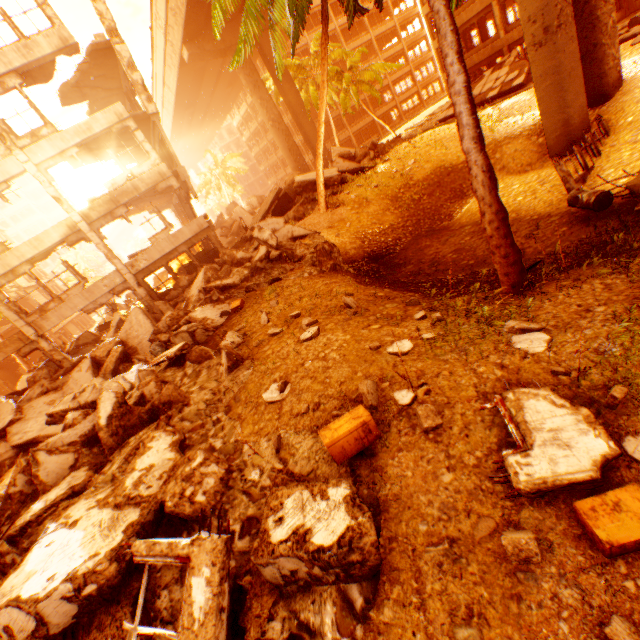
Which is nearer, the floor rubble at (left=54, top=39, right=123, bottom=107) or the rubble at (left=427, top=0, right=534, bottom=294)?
the rubble at (left=427, top=0, right=534, bottom=294)

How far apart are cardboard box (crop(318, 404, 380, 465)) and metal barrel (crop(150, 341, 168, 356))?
8.69m

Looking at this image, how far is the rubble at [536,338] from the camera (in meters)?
4.38

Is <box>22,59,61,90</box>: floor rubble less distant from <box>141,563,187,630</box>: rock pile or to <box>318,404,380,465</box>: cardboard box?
<box>141,563,187,630</box>: rock pile

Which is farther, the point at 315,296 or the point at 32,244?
the point at 32,244

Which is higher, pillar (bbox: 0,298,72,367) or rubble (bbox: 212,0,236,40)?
rubble (bbox: 212,0,236,40)

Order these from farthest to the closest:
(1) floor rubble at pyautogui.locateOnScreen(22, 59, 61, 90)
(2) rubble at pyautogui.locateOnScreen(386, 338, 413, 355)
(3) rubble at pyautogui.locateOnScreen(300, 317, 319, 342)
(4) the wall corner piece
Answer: (4) the wall corner piece < (1) floor rubble at pyautogui.locateOnScreen(22, 59, 61, 90) < (3) rubble at pyautogui.locateOnScreen(300, 317, 319, 342) < (2) rubble at pyautogui.locateOnScreen(386, 338, 413, 355)

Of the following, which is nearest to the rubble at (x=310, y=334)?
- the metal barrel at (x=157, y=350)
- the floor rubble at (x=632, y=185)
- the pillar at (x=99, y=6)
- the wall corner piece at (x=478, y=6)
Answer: the floor rubble at (x=632, y=185)
